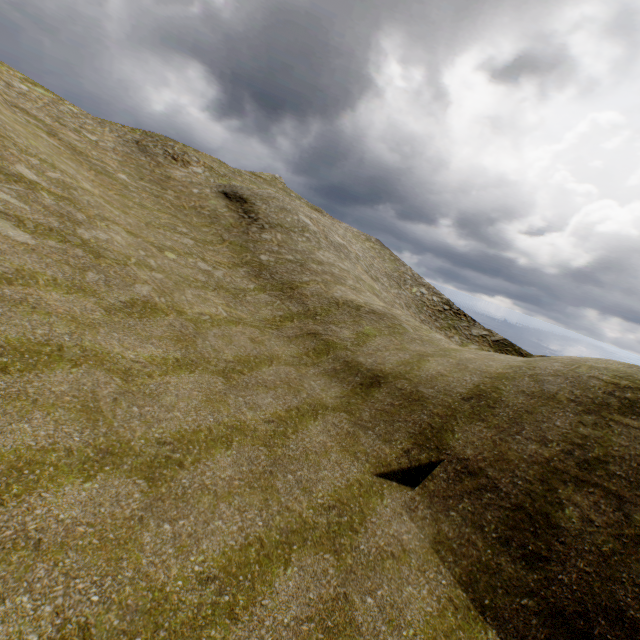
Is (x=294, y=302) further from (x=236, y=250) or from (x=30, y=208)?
(x=30, y=208)
